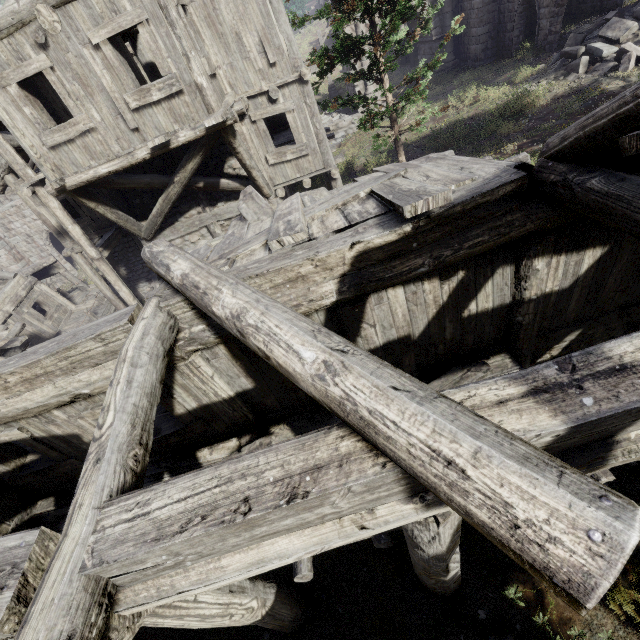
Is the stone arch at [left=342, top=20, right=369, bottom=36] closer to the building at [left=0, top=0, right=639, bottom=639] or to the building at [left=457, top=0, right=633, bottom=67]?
the building at [left=457, top=0, right=633, bottom=67]

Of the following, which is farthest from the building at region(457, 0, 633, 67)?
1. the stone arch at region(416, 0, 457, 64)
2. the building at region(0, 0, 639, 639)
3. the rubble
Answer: the building at region(0, 0, 639, 639)

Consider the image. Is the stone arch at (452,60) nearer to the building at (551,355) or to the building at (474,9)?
the building at (474,9)

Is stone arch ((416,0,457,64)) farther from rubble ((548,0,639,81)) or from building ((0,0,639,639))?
rubble ((548,0,639,81))

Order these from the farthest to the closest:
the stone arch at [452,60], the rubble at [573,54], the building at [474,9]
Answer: the stone arch at [452,60] < the building at [474,9] < the rubble at [573,54]

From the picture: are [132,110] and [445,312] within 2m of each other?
no

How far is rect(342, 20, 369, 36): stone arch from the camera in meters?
19.5 m

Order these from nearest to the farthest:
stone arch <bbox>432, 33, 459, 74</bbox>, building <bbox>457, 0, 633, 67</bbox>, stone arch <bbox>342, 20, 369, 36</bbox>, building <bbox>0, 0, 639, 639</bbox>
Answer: building <bbox>0, 0, 639, 639</bbox>, building <bbox>457, 0, 633, 67</bbox>, stone arch <bbox>342, 20, 369, 36</bbox>, stone arch <bbox>432, 33, 459, 74</bbox>
